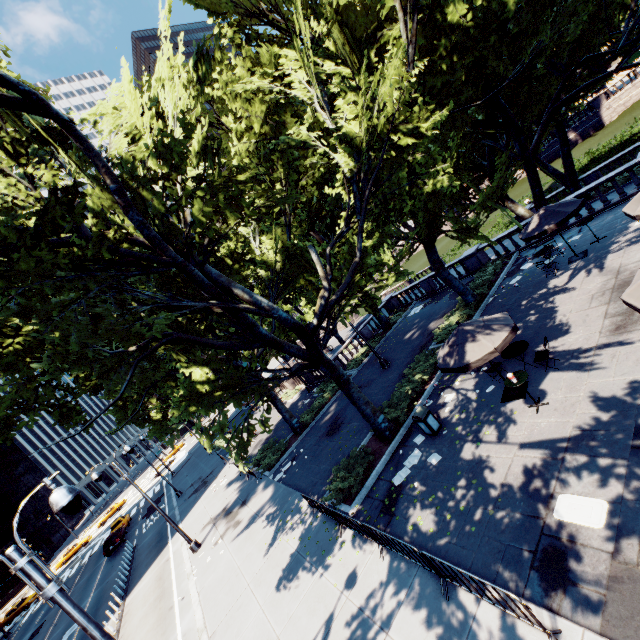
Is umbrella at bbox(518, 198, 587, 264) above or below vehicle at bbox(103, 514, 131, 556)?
above

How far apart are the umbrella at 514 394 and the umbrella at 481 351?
0.8 meters

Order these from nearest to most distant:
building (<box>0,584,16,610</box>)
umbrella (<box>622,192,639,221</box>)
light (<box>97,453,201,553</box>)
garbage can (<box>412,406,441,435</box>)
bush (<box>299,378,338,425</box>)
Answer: umbrella (<box>622,192,639,221</box>) → garbage can (<box>412,406,441,435</box>) → light (<box>97,453,201,553</box>) → bush (<box>299,378,338,425</box>) → building (<box>0,584,16,610</box>)

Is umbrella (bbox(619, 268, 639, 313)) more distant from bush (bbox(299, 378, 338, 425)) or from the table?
bush (bbox(299, 378, 338, 425))

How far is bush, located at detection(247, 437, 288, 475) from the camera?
21.0 meters

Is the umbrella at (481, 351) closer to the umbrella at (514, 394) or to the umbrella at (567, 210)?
the umbrella at (514, 394)

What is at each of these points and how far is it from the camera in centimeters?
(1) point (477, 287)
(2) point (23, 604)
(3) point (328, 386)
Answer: (1) bush, 2055cm
(2) vehicle, 4103cm
(3) bush, 2583cm

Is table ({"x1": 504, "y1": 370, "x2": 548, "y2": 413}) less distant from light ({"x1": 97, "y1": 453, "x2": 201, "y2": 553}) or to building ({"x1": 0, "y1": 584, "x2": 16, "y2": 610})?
light ({"x1": 97, "y1": 453, "x2": 201, "y2": 553})
